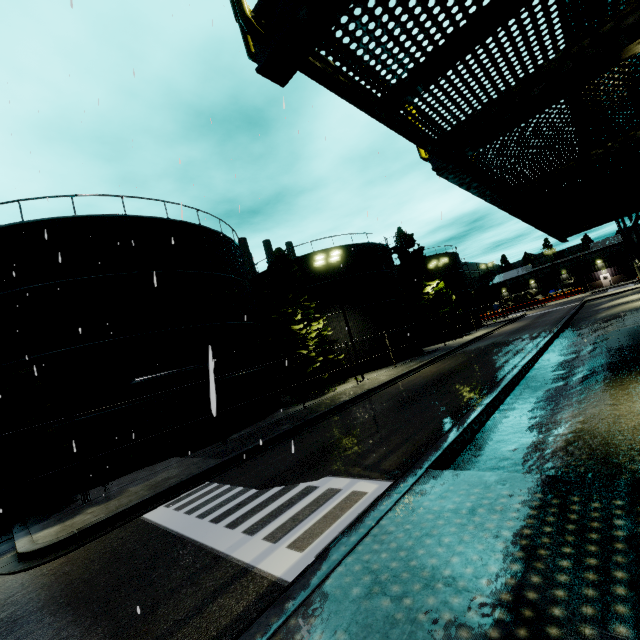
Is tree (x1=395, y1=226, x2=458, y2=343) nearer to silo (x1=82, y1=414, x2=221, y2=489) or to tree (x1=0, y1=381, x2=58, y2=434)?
silo (x1=82, y1=414, x2=221, y2=489)

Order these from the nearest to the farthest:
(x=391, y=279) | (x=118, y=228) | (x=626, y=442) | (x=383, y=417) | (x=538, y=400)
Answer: (x=626, y=442), (x=538, y=400), (x=383, y=417), (x=118, y=228), (x=391, y=279)

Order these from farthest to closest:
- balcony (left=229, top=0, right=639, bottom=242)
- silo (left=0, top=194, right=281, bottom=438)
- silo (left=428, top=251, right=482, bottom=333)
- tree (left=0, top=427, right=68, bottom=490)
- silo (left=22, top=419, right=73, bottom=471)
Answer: silo (left=428, top=251, right=482, bottom=333)
silo (left=0, top=194, right=281, bottom=438)
silo (left=22, top=419, right=73, bottom=471)
tree (left=0, top=427, right=68, bottom=490)
balcony (left=229, top=0, right=639, bottom=242)

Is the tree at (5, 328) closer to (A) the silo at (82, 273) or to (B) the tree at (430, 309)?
(A) the silo at (82, 273)

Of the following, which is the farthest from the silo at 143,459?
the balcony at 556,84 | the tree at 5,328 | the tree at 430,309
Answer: the balcony at 556,84

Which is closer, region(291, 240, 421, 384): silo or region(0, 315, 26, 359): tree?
region(0, 315, 26, 359): tree

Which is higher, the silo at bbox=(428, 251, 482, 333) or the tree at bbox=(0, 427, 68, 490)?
the silo at bbox=(428, 251, 482, 333)

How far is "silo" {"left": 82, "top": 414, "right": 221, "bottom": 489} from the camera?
13.6m
